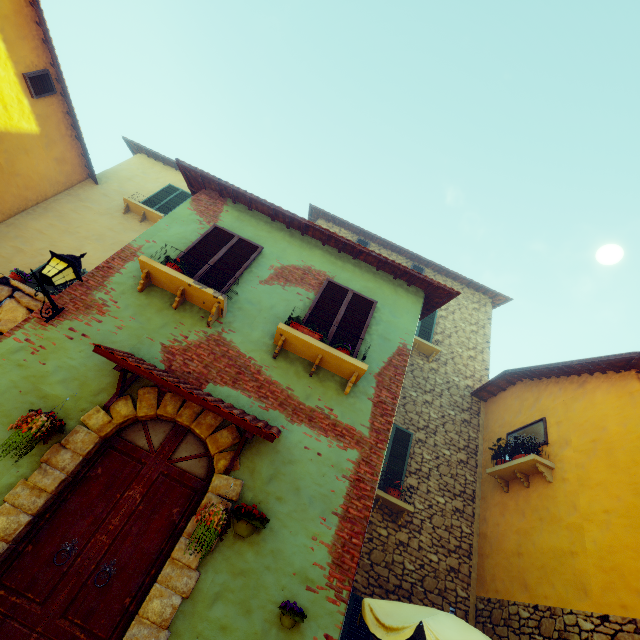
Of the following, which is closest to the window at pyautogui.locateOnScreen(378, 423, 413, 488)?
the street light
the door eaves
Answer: the door eaves

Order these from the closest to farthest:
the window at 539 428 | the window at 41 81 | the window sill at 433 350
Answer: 1. the window at 539 428
2. the window at 41 81
3. the window sill at 433 350

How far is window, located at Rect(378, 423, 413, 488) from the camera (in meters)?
7.96

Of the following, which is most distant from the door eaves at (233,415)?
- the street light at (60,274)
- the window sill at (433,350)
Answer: the window sill at (433,350)

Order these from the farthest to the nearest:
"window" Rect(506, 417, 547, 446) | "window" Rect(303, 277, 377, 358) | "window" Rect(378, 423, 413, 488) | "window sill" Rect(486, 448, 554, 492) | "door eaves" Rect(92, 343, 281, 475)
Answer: "window" Rect(378, 423, 413, 488) < "window" Rect(506, 417, 547, 446) < "window sill" Rect(486, 448, 554, 492) < "window" Rect(303, 277, 377, 358) < "door eaves" Rect(92, 343, 281, 475)

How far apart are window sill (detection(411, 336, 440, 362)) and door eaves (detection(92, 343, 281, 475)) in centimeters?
670cm

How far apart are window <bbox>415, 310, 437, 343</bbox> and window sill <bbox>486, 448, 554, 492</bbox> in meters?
4.1

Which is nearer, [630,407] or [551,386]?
[630,407]
